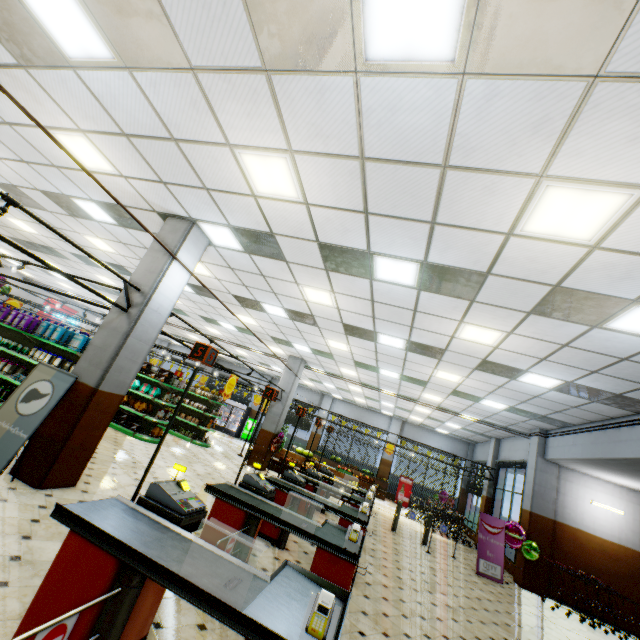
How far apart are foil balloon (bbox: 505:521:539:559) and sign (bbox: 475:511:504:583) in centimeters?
9cm

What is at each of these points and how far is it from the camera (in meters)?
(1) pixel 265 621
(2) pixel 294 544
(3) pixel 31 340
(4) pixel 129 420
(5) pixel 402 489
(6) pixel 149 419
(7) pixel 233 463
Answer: (1) checkout counter, 1.97
(2) building, 6.41
(3) shelf, 9.40
(4) boxed food, 11.03
(5) sign, 20.06
(6) shelf, 10.91
(7) building, 12.68

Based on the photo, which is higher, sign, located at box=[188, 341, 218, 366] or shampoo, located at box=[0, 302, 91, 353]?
sign, located at box=[188, 341, 218, 366]

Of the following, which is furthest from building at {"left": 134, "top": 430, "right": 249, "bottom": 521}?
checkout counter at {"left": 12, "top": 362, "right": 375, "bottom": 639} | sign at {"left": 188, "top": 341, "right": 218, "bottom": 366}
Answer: sign at {"left": 188, "top": 341, "right": 218, "bottom": 366}

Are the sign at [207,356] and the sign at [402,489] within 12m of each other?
no

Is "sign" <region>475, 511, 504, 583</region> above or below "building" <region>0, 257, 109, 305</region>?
below

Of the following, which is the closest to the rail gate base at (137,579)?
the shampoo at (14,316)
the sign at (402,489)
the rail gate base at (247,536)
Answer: the rail gate base at (247,536)

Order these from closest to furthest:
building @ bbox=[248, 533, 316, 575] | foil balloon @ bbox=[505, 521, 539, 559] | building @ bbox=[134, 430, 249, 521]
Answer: building @ bbox=[248, 533, 316, 575], building @ bbox=[134, 430, 249, 521], foil balloon @ bbox=[505, 521, 539, 559]
